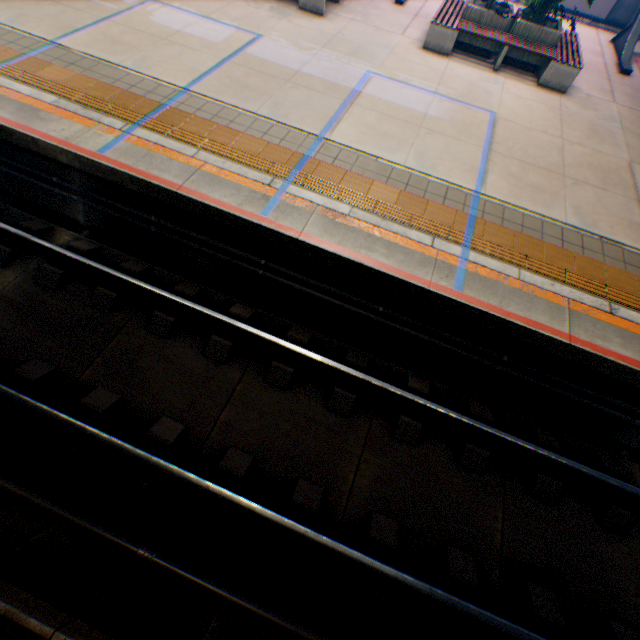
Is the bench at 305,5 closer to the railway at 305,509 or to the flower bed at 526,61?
the flower bed at 526,61

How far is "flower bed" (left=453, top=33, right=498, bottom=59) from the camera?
8.7m

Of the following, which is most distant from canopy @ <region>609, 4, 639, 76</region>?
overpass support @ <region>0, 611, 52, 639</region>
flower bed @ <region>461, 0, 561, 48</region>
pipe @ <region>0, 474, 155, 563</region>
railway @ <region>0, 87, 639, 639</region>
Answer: pipe @ <region>0, 474, 155, 563</region>

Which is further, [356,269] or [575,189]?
[575,189]

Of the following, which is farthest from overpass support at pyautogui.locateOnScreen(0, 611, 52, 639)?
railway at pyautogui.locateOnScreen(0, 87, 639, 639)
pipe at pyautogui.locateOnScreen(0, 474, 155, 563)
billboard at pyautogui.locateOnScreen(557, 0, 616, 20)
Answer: billboard at pyautogui.locateOnScreen(557, 0, 616, 20)

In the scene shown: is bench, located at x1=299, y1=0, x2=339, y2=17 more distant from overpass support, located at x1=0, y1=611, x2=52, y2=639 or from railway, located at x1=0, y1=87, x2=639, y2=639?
overpass support, located at x1=0, y1=611, x2=52, y2=639

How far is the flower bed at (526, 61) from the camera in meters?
8.6 m
